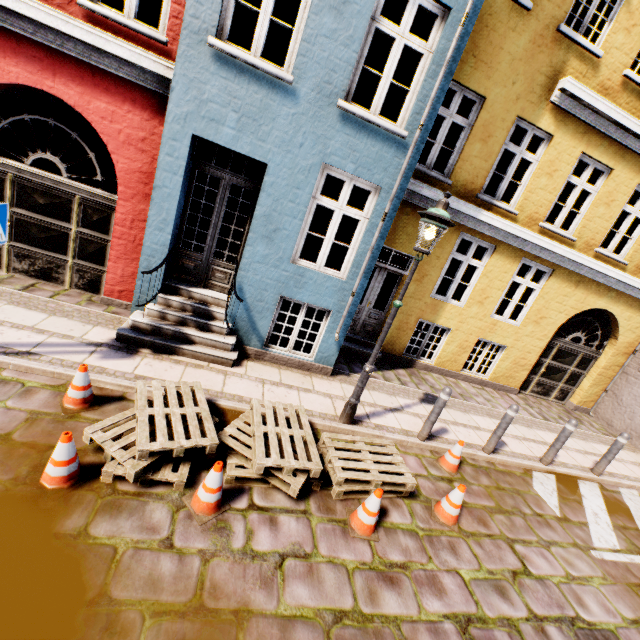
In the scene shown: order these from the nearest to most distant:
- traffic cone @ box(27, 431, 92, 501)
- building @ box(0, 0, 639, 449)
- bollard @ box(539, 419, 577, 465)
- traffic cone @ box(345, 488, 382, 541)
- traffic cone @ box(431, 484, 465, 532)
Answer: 1. traffic cone @ box(27, 431, 92, 501)
2. traffic cone @ box(345, 488, 382, 541)
3. traffic cone @ box(431, 484, 465, 532)
4. building @ box(0, 0, 639, 449)
5. bollard @ box(539, 419, 577, 465)

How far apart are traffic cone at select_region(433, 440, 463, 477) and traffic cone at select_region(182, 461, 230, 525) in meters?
3.6

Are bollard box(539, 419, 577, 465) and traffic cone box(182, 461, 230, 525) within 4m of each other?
no

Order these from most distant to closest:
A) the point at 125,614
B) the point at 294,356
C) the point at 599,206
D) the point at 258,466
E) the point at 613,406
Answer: the point at 613,406 → the point at 599,206 → the point at 294,356 → the point at 258,466 → the point at 125,614

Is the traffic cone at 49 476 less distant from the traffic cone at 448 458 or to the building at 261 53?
the building at 261 53

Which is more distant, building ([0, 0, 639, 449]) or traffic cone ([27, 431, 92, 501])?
building ([0, 0, 639, 449])

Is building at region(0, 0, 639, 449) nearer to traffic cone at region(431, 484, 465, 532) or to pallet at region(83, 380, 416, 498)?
pallet at region(83, 380, 416, 498)

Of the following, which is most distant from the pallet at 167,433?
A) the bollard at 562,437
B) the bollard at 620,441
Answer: the bollard at 620,441
